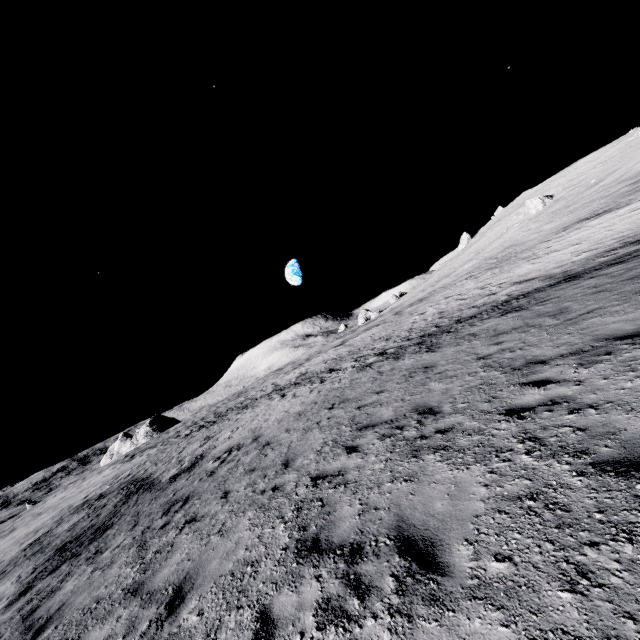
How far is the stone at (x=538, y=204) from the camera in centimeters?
4762cm

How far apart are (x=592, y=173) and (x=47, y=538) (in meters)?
66.49

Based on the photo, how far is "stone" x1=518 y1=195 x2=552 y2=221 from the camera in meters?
47.6
